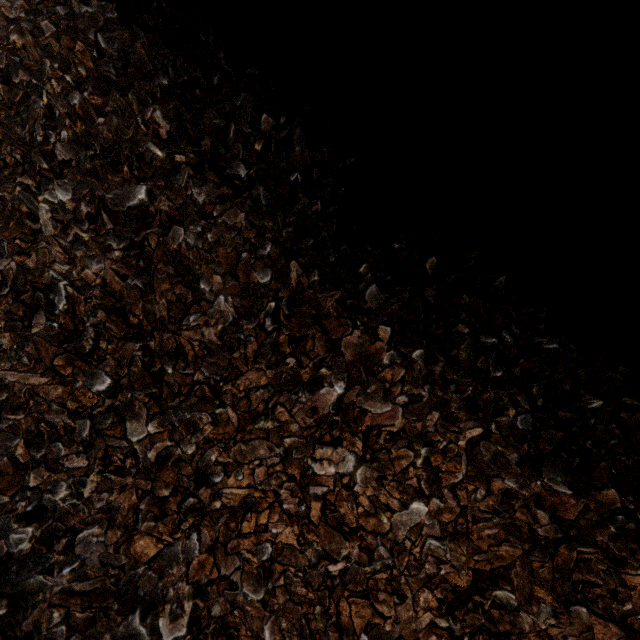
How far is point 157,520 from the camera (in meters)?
0.89
